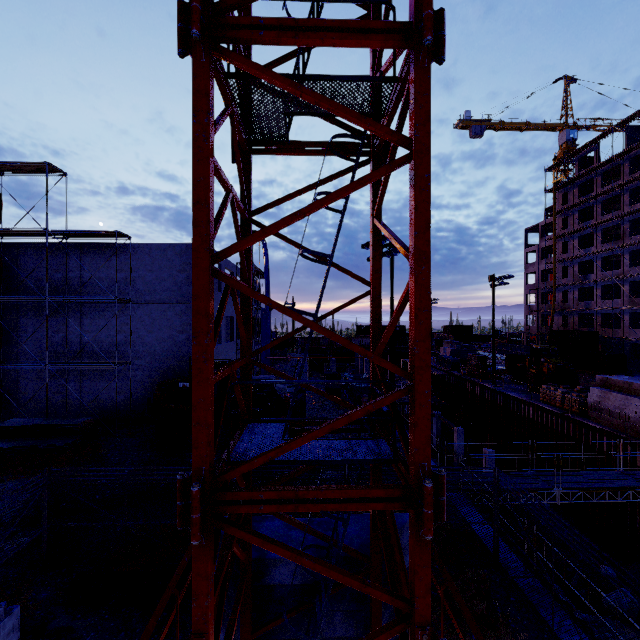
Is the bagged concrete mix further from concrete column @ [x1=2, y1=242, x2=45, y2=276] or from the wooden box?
concrete column @ [x1=2, y1=242, x2=45, y2=276]

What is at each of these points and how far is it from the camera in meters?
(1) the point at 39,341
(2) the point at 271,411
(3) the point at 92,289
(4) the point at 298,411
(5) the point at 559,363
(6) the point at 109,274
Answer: (1) concrete column, 20.9
(2) forklift, 16.8
(3) concrete column, 21.0
(4) forklift, 16.8
(5) front loader, 27.1
(6) concrete column, 21.0

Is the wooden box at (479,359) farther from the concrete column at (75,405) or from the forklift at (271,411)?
the concrete column at (75,405)

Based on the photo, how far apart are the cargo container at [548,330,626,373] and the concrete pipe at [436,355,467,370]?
16.60m

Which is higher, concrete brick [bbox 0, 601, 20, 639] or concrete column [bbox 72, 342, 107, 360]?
concrete column [bbox 72, 342, 107, 360]

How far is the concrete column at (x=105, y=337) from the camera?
20.98m

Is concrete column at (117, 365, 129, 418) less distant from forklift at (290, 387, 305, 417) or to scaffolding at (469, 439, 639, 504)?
forklift at (290, 387, 305, 417)

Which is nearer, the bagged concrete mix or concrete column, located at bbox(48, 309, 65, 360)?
concrete column, located at bbox(48, 309, 65, 360)
